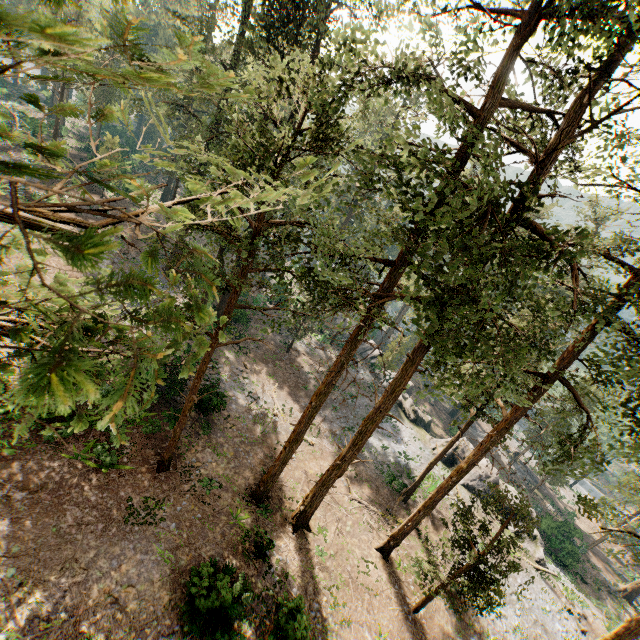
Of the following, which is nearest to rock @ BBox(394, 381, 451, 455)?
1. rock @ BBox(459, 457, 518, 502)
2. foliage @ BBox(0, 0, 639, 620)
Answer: rock @ BBox(459, 457, 518, 502)

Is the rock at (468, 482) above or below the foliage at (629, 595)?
above

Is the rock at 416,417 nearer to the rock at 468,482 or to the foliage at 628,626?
the rock at 468,482

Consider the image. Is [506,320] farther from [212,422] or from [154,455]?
[212,422]

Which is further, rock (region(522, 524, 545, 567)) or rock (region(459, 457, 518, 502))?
rock (region(459, 457, 518, 502))

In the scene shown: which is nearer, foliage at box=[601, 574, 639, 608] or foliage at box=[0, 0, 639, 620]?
foliage at box=[0, 0, 639, 620]
